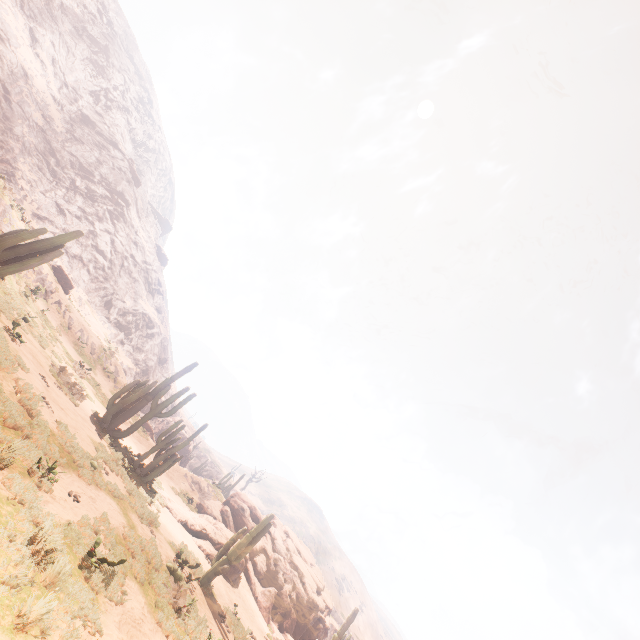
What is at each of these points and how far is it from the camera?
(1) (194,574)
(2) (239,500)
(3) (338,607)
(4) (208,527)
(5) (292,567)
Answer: (1) z, 12.5 meters
(2) rock, 26.2 meters
(3) z, 59.9 meters
(4) instancedfoliageactor, 18.8 meters
(5) rock, 23.9 meters

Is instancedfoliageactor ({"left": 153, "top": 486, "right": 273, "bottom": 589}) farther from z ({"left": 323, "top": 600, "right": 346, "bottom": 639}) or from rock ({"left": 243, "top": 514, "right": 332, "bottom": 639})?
z ({"left": 323, "top": 600, "right": 346, "bottom": 639})

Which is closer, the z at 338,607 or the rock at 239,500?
the rock at 239,500

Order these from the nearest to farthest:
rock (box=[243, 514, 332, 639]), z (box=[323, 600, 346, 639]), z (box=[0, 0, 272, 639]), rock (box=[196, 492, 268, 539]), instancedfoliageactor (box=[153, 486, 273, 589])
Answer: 1. z (box=[0, 0, 272, 639])
2. instancedfoliageactor (box=[153, 486, 273, 589])
3. rock (box=[243, 514, 332, 639])
4. rock (box=[196, 492, 268, 539])
5. z (box=[323, 600, 346, 639])

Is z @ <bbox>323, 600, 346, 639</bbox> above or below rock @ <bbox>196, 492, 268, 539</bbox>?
above

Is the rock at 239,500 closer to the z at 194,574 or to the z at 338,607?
the z at 194,574

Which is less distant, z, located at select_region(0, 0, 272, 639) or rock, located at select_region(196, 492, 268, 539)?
z, located at select_region(0, 0, 272, 639)

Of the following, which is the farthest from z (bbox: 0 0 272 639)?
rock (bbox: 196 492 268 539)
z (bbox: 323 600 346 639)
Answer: rock (bbox: 196 492 268 539)
